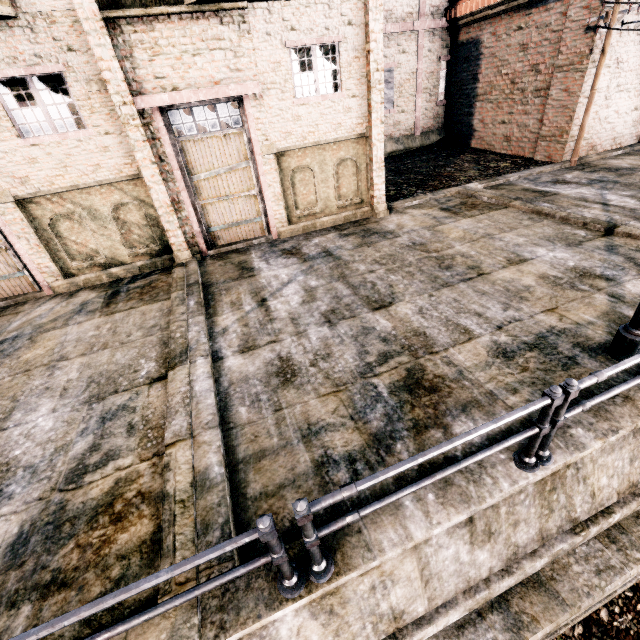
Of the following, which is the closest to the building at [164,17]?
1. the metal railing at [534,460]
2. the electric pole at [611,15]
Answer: the electric pole at [611,15]

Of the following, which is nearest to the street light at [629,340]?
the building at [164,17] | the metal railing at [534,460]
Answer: the metal railing at [534,460]

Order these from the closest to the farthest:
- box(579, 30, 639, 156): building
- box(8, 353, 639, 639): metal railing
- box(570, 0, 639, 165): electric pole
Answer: box(8, 353, 639, 639): metal railing < box(570, 0, 639, 165): electric pole < box(579, 30, 639, 156): building

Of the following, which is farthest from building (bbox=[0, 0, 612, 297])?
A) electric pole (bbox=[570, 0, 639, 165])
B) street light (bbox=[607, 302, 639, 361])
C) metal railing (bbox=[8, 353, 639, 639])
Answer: street light (bbox=[607, 302, 639, 361])

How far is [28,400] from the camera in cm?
622

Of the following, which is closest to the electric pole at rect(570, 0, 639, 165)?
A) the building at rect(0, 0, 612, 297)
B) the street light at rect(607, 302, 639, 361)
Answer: the building at rect(0, 0, 612, 297)

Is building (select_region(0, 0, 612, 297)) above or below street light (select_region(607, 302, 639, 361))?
above

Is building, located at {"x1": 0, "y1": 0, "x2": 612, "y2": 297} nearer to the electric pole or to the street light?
the electric pole
